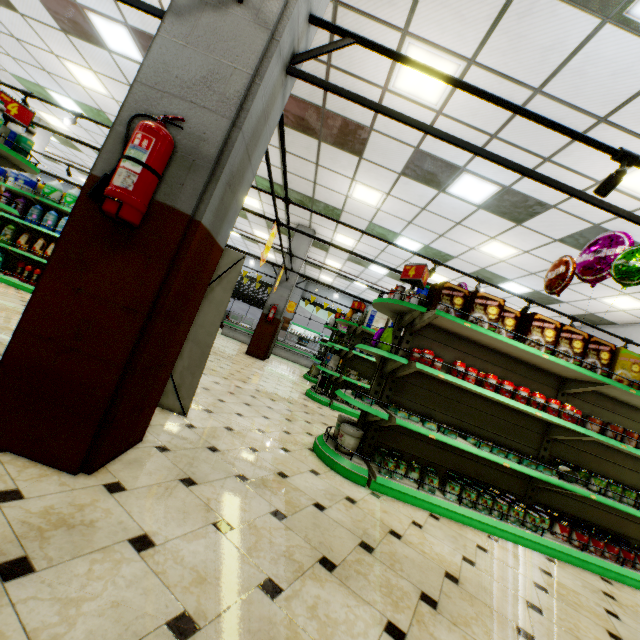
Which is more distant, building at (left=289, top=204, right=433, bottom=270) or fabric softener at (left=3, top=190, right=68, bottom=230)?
building at (left=289, top=204, right=433, bottom=270)

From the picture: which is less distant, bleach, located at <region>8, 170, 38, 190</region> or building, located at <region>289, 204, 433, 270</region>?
bleach, located at <region>8, 170, 38, 190</region>

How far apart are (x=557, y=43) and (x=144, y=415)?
5.3m

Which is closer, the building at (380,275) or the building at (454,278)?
the building at (454,278)

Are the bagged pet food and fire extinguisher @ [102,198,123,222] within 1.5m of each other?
no

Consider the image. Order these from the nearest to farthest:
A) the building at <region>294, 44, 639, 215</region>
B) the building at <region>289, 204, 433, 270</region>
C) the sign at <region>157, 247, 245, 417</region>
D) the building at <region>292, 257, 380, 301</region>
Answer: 1. the sign at <region>157, 247, 245, 417</region>
2. the building at <region>294, 44, 639, 215</region>
3. the building at <region>289, 204, 433, 270</region>
4. the building at <region>292, 257, 380, 301</region>

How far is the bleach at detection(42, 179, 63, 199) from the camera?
6.9m

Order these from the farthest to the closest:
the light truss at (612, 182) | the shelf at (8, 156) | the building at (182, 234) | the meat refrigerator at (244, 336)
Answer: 1. the meat refrigerator at (244, 336)
2. the shelf at (8, 156)
3. the light truss at (612, 182)
4. the building at (182, 234)
